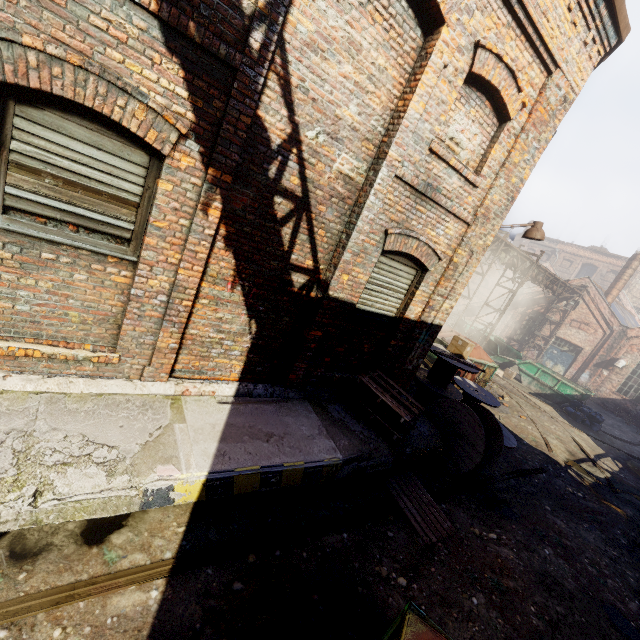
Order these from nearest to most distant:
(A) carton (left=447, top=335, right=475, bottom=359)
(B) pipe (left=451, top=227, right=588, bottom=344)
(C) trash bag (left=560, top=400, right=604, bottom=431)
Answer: (A) carton (left=447, top=335, right=475, bottom=359), (C) trash bag (left=560, top=400, right=604, bottom=431), (B) pipe (left=451, top=227, right=588, bottom=344)

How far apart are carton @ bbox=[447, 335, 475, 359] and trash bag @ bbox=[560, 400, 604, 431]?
11.0 meters

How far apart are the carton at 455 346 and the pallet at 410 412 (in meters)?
3.54

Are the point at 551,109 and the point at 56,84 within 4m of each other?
no

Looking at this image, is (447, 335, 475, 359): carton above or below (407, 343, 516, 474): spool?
above

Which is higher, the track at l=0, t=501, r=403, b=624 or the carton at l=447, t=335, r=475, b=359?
the carton at l=447, t=335, r=475, b=359

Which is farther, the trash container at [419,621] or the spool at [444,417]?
the spool at [444,417]

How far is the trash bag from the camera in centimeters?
1548cm
